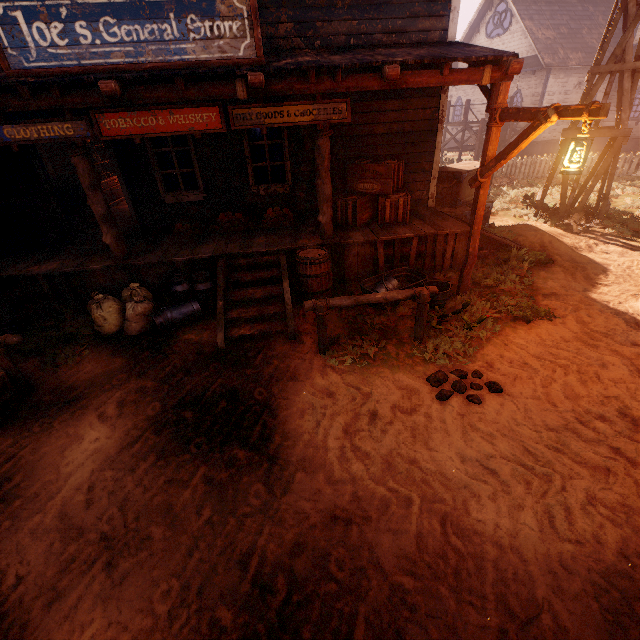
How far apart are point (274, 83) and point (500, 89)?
3.3m

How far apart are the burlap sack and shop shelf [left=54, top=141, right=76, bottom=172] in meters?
5.7 m

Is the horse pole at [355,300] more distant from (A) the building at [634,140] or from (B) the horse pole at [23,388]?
(B) the horse pole at [23,388]

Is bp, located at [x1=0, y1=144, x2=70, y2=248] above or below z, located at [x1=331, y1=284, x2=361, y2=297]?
above

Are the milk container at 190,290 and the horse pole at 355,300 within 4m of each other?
yes

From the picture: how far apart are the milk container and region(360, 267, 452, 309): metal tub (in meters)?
2.76

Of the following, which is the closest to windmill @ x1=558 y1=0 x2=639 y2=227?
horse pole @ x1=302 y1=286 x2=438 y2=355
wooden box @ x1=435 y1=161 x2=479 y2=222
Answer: wooden box @ x1=435 y1=161 x2=479 y2=222

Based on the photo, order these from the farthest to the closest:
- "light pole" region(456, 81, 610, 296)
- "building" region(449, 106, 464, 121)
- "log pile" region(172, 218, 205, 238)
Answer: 1. "building" region(449, 106, 464, 121)
2. "log pile" region(172, 218, 205, 238)
3. "light pole" region(456, 81, 610, 296)
